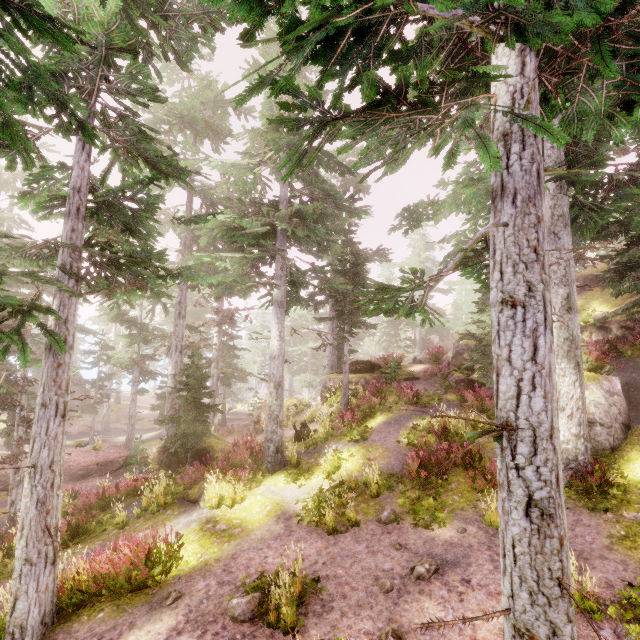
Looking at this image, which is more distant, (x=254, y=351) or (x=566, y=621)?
(x=254, y=351)

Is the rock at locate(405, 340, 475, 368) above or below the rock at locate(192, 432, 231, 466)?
above

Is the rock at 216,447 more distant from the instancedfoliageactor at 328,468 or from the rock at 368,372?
the rock at 368,372

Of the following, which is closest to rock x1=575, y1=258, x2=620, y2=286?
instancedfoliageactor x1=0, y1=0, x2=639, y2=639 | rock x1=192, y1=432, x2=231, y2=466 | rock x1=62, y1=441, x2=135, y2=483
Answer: instancedfoliageactor x1=0, y1=0, x2=639, y2=639

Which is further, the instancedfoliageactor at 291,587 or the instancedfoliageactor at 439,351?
the instancedfoliageactor at 439,351

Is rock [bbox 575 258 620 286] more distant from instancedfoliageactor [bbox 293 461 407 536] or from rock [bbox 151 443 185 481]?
rock [bbox 151 443 185 481]

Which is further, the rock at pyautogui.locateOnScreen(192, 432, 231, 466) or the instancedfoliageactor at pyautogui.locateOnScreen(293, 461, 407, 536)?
the rock at pyautogui.locateOnScreen(192, 432, 231, 466)

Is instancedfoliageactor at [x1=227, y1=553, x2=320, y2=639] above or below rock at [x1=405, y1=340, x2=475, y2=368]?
below
